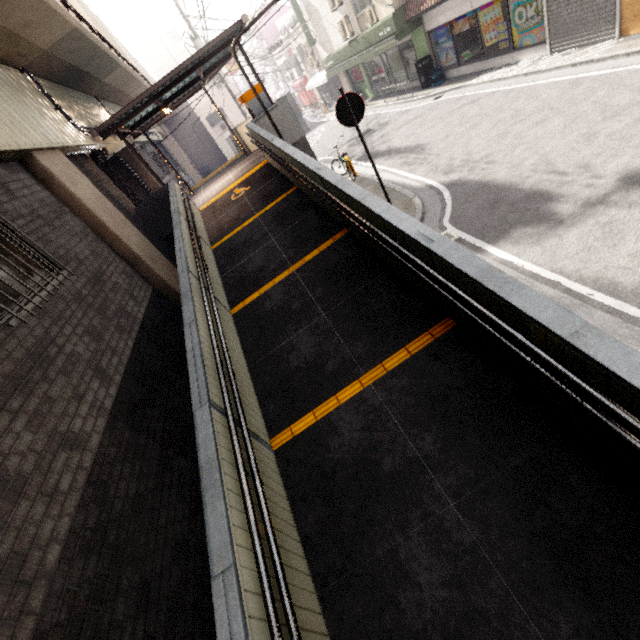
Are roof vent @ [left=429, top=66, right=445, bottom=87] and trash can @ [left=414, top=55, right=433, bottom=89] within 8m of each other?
yes

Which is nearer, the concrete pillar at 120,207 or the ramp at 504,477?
the ramp at 504,477

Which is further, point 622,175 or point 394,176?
point 394,176

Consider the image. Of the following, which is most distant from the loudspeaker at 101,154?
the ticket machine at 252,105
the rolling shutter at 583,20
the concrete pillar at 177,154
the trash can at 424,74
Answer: the concrete pillar at 177,154

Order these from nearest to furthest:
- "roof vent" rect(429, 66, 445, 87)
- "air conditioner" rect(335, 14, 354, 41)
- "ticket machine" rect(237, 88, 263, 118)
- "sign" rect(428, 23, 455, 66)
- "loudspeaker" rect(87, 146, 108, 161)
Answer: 1. "loudspeaker" rect(87, 146, 108, 161)
2. "ticket machine" rect(237, 88, 263, 118)
3. "sign" rect(428, 23, 455, 66)
4. "roof vent" rect(429, 66, 445, 87)
5. "air conditioner" rect(335, 14, 354, 41)

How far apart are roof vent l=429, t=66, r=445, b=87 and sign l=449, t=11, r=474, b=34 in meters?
0.6

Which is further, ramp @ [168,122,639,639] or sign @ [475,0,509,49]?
sign @ [475,0,509,49]

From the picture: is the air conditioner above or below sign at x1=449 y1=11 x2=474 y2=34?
above
